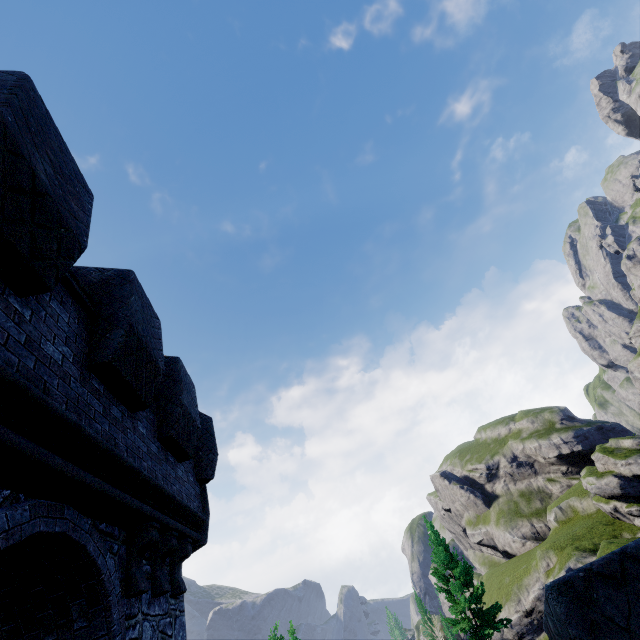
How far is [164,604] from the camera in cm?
559
